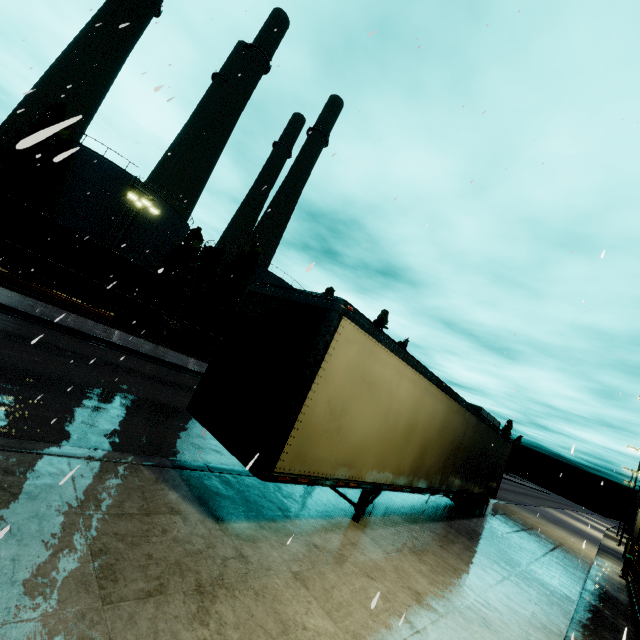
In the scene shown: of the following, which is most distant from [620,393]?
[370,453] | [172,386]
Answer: [172,386]

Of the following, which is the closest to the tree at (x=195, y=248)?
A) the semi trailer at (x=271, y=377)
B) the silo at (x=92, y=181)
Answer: the silo at (x=92, y=181)

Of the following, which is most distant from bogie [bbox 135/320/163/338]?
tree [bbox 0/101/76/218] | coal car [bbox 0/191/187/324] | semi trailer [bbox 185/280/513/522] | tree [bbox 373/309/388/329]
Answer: tree [bbox 373/309/388/329]

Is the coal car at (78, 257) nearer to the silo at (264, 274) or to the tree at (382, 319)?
the silo at (264, 274)

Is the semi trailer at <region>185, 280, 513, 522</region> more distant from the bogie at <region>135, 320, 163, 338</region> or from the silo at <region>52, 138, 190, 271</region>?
the bogie at <region>135, 320, 163, 338</region>

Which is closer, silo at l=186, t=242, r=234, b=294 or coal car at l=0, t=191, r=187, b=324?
coal car at l=0, t=191, r=187, b=324

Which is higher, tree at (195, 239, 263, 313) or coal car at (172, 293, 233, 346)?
tree at (195, 239, 263, 313)

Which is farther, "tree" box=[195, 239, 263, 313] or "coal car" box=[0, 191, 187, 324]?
"tree" box=[195, 239, 263, 313]
